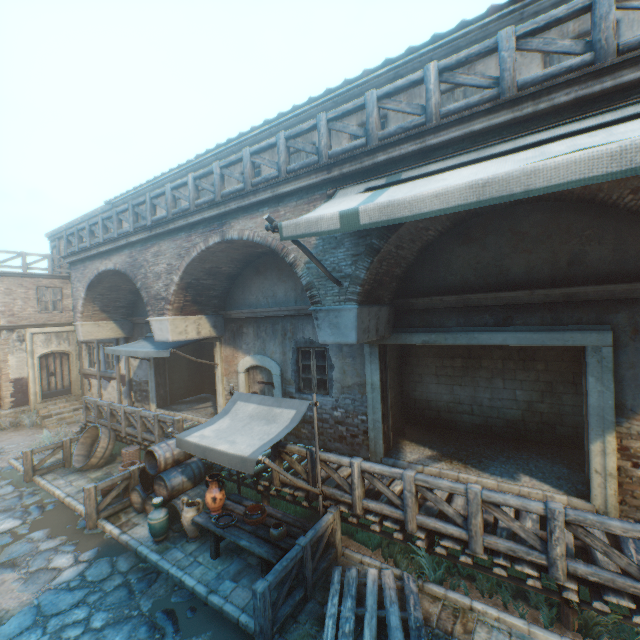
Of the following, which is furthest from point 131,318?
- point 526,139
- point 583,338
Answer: point 583,338

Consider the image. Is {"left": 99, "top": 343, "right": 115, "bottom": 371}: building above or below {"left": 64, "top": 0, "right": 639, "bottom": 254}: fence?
below

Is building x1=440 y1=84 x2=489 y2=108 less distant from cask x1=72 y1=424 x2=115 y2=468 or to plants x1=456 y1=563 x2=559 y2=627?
cask x1=72 y1=424 x2=115 y2=468

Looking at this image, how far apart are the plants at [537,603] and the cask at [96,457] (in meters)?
11.25

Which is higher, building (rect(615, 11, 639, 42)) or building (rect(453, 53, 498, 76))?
building (rect(453, 53, 498, 76))

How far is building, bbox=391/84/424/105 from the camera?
7.0 meters

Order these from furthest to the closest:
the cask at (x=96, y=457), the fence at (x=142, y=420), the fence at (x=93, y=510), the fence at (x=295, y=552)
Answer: the cask at (x=96, y=457)
the fence at (x=142, y=420)
the fence at (x=93, y=510)
the fence at (x=295, y=552)

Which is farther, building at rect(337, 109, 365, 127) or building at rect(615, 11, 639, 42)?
building at rect(337, 109, 365, 127)
